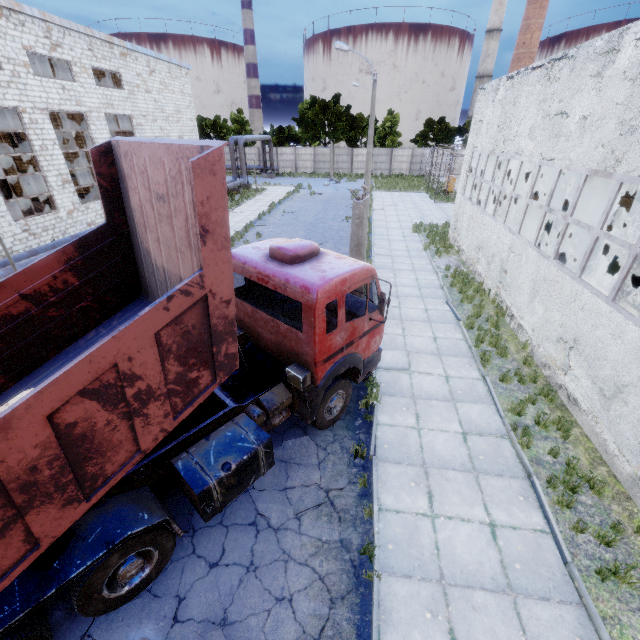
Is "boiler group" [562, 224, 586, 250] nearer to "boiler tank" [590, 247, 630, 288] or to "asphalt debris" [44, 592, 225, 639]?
"boiler tank" [590, 247, 630, 288]

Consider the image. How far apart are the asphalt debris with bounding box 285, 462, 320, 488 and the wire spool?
24.0 meters

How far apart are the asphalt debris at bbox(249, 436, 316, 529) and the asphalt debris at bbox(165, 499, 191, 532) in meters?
1.1

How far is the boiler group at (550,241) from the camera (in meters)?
17.97

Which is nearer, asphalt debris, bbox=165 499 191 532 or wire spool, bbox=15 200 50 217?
asphalt debris, bbox=165 499 191 532

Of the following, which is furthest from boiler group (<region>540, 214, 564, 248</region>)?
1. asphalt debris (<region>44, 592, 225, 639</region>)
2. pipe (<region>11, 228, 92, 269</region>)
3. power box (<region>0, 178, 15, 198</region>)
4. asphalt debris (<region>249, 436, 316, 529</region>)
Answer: power box (<region>0, 178, 15, 198</region>)

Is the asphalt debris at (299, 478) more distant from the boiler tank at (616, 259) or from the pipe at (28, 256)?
the boiler tank at (616, 259)

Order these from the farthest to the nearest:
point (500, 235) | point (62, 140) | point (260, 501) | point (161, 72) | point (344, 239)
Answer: point (161, 72)
point (62, 140)
point (344, 239)
point (500, 235)
point (260, 501)
